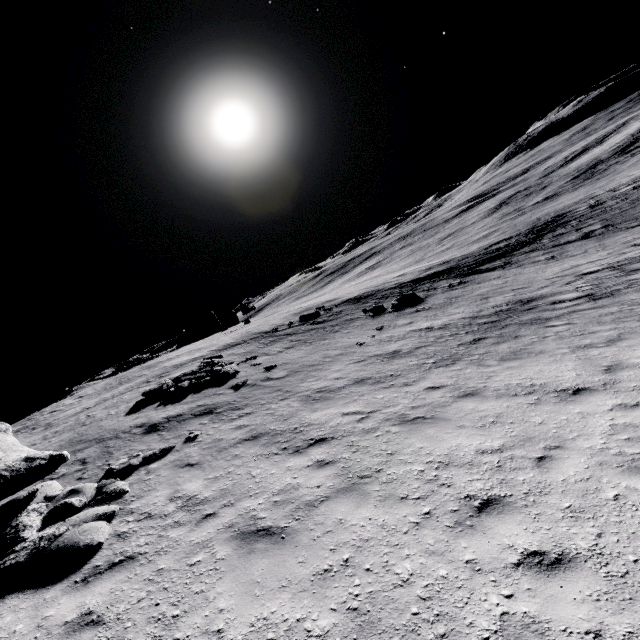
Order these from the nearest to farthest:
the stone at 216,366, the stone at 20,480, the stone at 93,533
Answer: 1. the stone at 93,533
2. the stone at 20,480
3. the stone at 216,366

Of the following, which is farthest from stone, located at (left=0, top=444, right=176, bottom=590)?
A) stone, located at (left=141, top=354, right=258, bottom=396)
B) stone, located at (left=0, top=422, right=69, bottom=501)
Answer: stone, located at (left=141, top=354, right=258, bottom=396)

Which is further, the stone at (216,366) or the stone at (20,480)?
the stone at (216,366)

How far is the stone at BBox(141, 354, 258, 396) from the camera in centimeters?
1625cm

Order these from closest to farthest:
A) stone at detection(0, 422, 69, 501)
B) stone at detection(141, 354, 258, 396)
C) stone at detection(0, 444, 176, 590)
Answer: stone at detection(0, 444, 176, 590) → stone at detection(0, 422, 69, 501) → stone at detection(141, 354, 258, 396)

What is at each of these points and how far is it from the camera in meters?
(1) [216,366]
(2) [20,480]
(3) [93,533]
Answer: (1) stone, 18.3 m
(2) stone, 7.4 m
(3) stone, 6.2 m

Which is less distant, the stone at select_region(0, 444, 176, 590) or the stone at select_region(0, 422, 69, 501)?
the stone at select_region(0, 444, 176, 590)

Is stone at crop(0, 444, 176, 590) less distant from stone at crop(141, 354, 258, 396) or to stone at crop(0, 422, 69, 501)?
stone at crop(0, 422, 69, 501)
